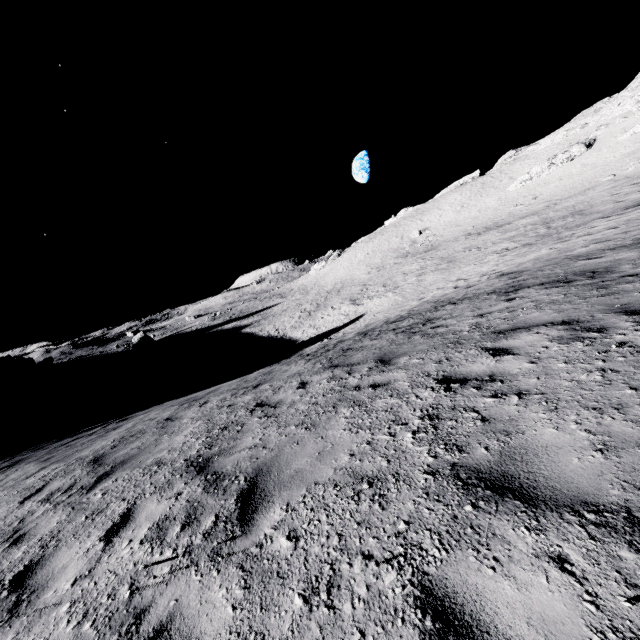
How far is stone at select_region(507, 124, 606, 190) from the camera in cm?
5178

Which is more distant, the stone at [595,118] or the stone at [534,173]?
the stone at [534,173]

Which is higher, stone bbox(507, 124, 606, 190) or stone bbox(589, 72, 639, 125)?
stone bbox(589, 72, 639, 125)

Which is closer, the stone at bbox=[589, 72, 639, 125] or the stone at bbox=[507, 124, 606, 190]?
the stone at bbox=[589, 72, 639, 125]

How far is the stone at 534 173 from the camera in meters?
51.8 m

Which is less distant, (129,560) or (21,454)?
(129,560)
